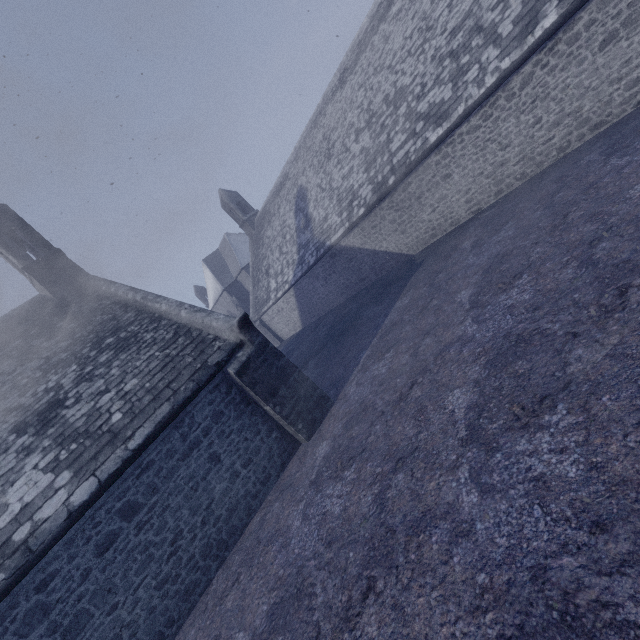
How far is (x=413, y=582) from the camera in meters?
3.3
